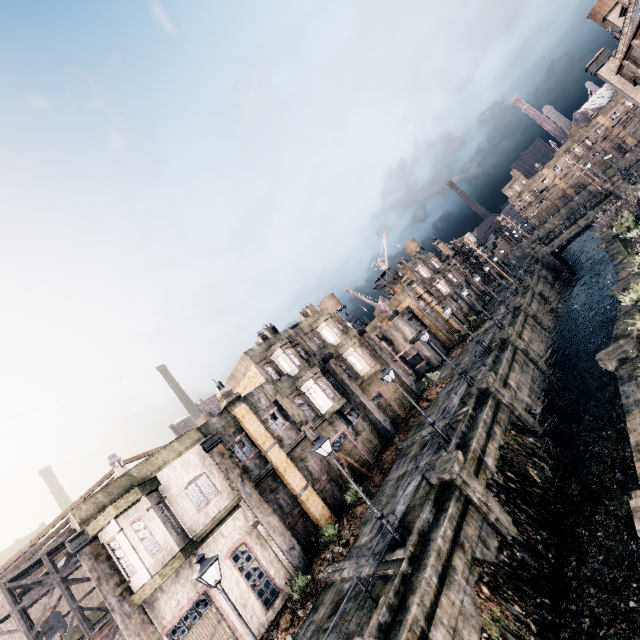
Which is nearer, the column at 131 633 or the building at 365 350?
the column at 131 633

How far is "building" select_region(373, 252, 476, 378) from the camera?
43.91m

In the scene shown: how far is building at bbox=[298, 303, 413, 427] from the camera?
31.44m

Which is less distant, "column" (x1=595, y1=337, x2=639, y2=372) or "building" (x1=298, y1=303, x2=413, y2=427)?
"column" (x1=595, y1=337, x2=639, y2=372)

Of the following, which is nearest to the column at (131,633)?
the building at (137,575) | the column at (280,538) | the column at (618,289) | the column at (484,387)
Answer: the building at (137,575)

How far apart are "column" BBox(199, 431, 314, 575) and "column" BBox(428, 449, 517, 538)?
8.9m

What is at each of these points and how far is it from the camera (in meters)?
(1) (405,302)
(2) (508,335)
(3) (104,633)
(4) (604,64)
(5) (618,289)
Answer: (1) building, 47.47
(2) column, 28.25
(3) building, 21.34
(4) building, 24.73
(5) column, 19.28

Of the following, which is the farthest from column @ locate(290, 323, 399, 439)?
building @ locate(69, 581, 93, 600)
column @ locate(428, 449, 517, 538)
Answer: building @ locate(69, 581, 93, 600)
